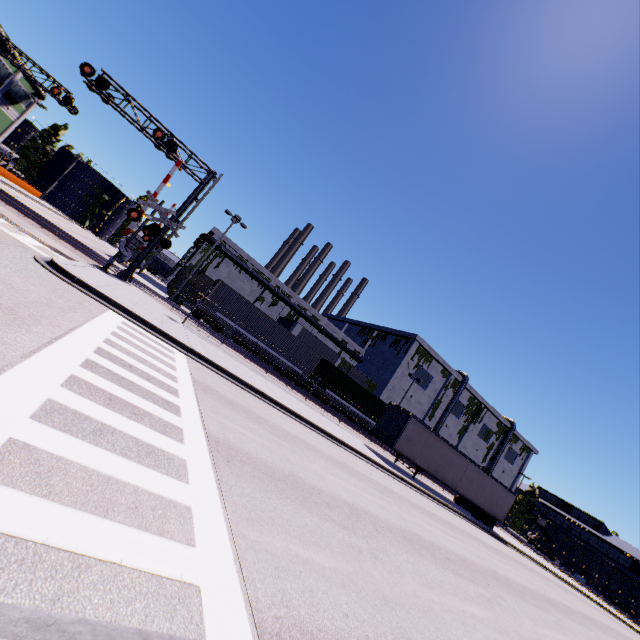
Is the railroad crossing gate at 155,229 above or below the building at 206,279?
below

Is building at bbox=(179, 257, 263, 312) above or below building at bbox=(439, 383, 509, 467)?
below

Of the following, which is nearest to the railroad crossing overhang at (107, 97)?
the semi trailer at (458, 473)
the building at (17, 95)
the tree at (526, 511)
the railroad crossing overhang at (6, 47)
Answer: the building at (17, 95)

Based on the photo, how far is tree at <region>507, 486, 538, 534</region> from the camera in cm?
5744

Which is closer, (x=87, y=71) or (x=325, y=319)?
(x=87, y=71)

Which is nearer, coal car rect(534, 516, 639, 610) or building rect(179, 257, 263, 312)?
coal car rect(534, 516, 639, 610)

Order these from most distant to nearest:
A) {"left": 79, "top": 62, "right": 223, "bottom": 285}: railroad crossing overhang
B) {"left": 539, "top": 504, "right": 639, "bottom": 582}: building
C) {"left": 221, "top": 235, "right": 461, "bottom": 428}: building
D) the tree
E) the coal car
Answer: the tree, {"left": 539, "top": 504, "right": 639, "bottom": 582}: building, {"left": 221, "top": 235, "right": 461, "bottom": 428}: building, the coal car, {"left": 79, "top": 62, "right": 223, "bottom": 285}: railroad crossing overhang

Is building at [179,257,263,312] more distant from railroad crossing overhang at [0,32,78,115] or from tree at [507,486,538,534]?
railroad crossing overhang at [0,32,78,115]
